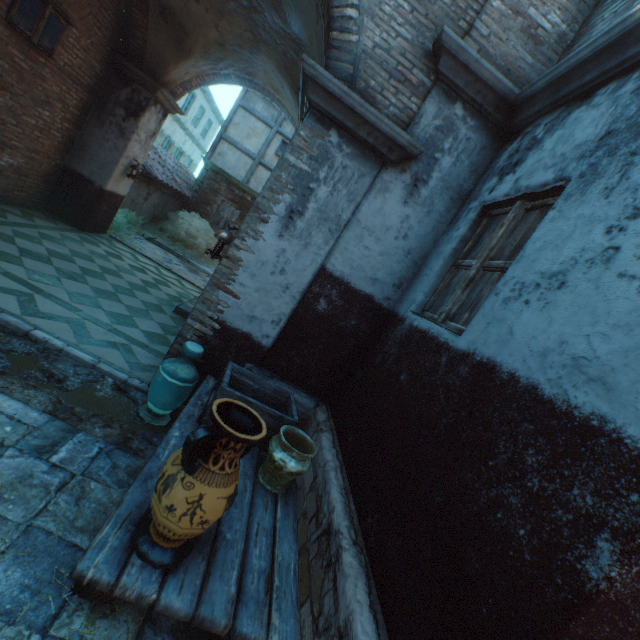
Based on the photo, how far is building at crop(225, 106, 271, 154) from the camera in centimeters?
1492cm

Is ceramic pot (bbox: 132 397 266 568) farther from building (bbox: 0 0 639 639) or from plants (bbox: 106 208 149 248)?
plants (bbox: 106 208 149 248)

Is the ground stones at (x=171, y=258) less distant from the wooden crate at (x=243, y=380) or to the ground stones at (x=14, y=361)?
the ground stones at (x=14, y=361)

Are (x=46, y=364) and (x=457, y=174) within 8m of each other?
yes

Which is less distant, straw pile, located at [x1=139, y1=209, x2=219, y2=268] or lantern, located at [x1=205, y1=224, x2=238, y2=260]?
lantern, located at [x1=205, y1=224, x2=238, y2=260]

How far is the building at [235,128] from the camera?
14.9 meters

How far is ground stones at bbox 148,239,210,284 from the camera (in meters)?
10.31
